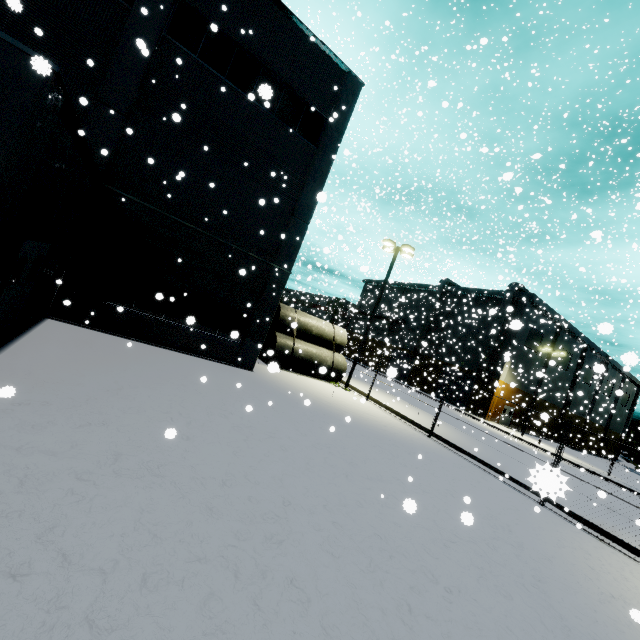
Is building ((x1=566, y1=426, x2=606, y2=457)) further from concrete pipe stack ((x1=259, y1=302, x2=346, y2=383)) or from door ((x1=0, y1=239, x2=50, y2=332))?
concrete pipe stack ((x1=259, y1=302, x2=346, y2=383))

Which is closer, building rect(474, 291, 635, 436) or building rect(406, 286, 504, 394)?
building rect(474, 291, 635, 436)

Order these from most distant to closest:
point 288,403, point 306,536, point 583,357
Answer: point 583,357
point 288,403
point 306,536

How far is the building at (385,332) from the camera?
43.97m

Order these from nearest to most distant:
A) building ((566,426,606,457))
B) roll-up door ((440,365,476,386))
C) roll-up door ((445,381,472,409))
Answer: building ((566,426,606,457)) < roll-up door ((440,365,476,386)) < roll-up door ((445,381,472,409))

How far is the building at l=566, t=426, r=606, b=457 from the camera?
36.6m

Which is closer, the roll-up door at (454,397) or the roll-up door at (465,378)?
the roll-up door at (465,378)
